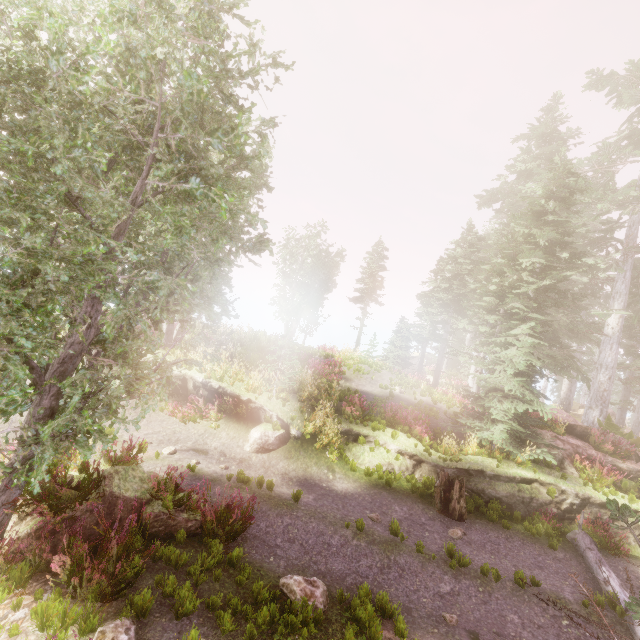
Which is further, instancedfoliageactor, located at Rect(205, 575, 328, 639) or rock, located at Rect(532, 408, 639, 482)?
rock, located at Rect(532, 408, 639, 482)

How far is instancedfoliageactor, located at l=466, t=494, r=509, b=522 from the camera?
10.95m

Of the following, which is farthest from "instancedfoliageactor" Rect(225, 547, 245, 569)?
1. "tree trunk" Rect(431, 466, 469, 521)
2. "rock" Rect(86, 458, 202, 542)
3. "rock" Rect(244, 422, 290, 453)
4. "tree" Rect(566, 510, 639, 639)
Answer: "rock" Rect(244, 422, 290, 453)

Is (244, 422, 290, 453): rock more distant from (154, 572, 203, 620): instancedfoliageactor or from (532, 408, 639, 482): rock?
(532, 408, 639, 482): rock

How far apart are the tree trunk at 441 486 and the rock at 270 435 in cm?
554

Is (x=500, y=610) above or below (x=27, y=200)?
below

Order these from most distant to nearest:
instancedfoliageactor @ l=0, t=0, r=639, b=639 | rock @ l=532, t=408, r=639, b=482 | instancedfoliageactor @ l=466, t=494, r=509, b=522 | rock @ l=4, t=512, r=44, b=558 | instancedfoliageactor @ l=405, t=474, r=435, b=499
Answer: rock @ l=532, t=408, r=639, b=482 < instancedfoliageactor @ l=405, t=474, r=435, b=499 < instancedfoliageactor @ l=466, t=494, r=509, b=522 < rock @ l=4, t=512, r=44, b=558 < instancedfoliageactor @ l=0, t=0, r=639, b=639

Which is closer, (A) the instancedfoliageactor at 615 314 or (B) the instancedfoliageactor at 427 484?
(A) the instancedfoliageactor at 615 314
